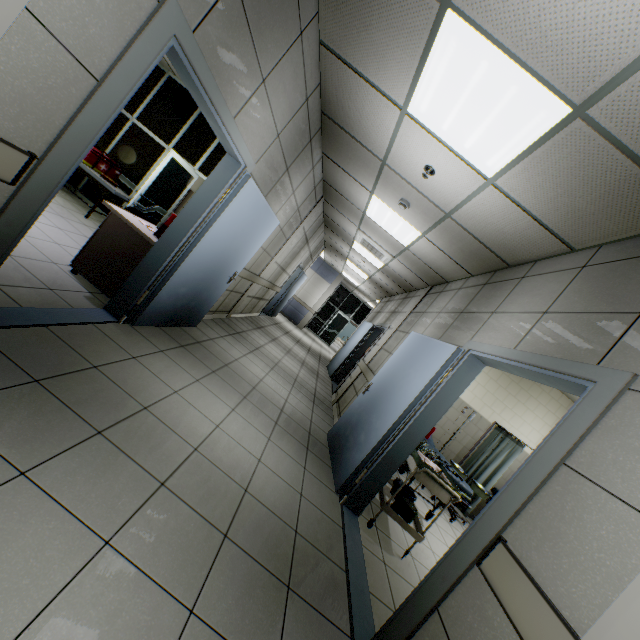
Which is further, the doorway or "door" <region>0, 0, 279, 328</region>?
the doorway

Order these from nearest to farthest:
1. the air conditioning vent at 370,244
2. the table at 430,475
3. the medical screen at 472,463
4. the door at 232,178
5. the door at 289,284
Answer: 1. the door at 232,178
2. the table at 430,475
3. the medical screen at 472,463
4. the air conditioning vent at 370,244
5. the door at 289,284

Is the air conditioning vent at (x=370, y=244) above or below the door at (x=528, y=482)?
above

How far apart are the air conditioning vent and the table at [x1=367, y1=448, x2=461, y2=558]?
4.0 meters

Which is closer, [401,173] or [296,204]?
[401,173]

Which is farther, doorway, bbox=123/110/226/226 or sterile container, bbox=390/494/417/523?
doorway, bbox=123/110/226/226

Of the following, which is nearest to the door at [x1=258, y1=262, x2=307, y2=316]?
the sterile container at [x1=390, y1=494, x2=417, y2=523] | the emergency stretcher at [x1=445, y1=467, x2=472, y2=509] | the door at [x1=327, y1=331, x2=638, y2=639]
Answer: the emergency stretcher at [x1=445, y1=467, x2=472, y2=509]

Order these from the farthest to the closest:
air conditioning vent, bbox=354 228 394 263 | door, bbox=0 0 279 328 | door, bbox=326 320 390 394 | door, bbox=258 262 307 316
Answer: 1. door, bbox=258 262 307 316
2. door, bbox=326 320 390 394
3. air conditioning vent, bbox=354 228 394 263
4. door, bbox=0 0 279 328
